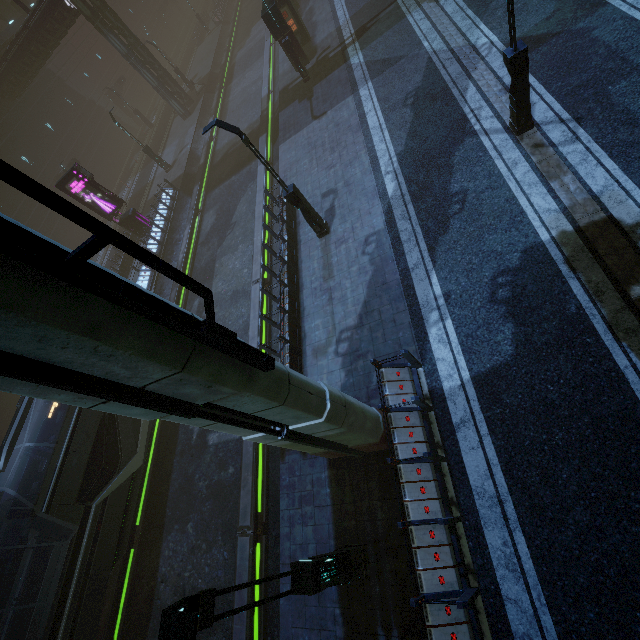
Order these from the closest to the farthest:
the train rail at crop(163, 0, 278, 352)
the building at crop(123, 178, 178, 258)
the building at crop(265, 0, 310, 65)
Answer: the train rail at crop(163, 0, 278, 352) < the building at crop(265, 0, 310, 65) < the building at crop(123, 178, 178, 258)

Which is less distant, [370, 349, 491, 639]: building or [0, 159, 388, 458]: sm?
[0, 159, 388, 458]: sm

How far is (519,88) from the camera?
9.2m

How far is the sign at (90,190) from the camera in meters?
19.8

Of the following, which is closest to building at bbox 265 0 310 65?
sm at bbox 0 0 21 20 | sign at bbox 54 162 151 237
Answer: sign at bbox 54 162 151 237

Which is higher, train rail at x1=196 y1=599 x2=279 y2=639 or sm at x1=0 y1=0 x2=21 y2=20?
sm at x1=0 y1=0 x2=21 y2=20

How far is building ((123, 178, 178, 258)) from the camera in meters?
21.9

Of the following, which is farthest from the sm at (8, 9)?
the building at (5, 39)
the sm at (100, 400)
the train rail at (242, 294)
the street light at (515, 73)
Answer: the street light at (515, 73)
